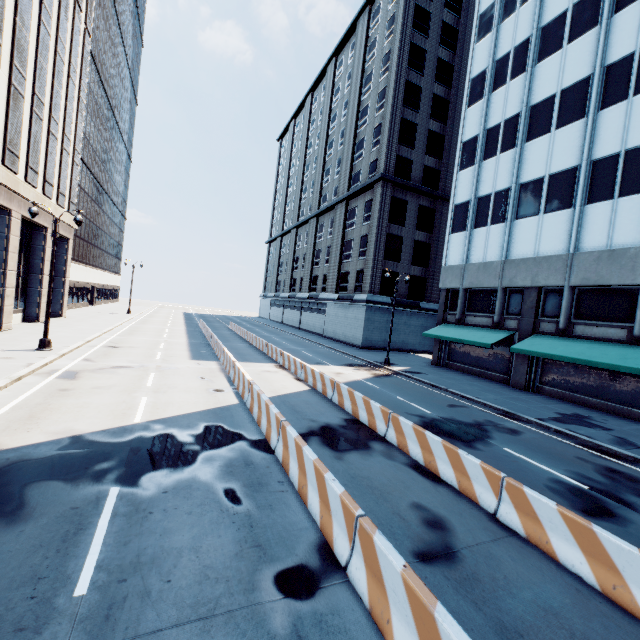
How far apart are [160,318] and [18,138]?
27.7 meters

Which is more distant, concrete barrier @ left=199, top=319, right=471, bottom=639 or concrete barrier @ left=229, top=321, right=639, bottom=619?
concrete barrier @ left=229, top=321, right=639, bottom=619

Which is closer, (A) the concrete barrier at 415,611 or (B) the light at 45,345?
(A) the concrete barrier at 415,611

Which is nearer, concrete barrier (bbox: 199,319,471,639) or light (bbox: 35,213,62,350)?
concrete barrier (bbox: 199,319,471,639)

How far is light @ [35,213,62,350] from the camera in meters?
16.5 m

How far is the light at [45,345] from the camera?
16.53m

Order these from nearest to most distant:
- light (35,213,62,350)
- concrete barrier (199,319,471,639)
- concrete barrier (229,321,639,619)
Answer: concrete barrier (199,319,471,639)
concrete barrier (229,321,639,619)
light (35,213,62,350)
